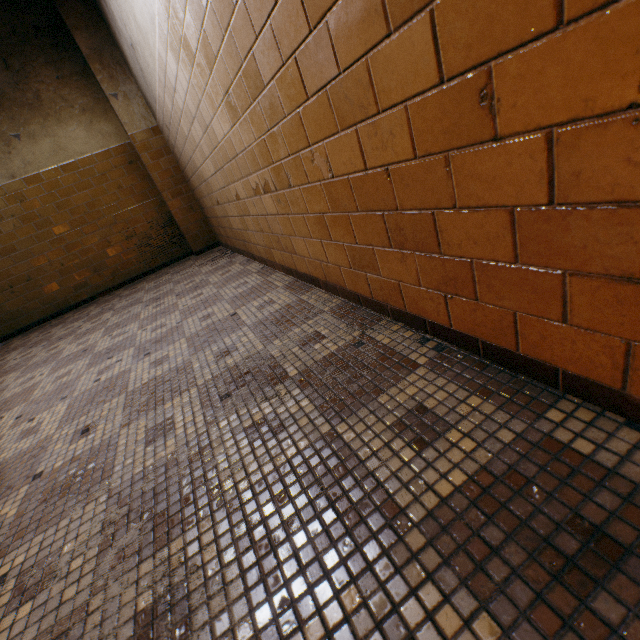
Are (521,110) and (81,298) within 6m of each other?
no
